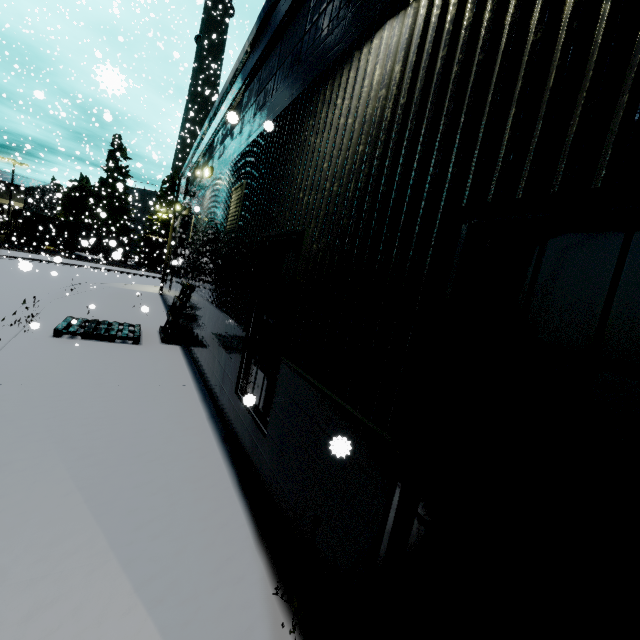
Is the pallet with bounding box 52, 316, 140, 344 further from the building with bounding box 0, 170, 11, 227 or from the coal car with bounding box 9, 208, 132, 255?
the coal car with bounding box 9, 208, 132, 255

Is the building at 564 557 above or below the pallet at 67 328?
above

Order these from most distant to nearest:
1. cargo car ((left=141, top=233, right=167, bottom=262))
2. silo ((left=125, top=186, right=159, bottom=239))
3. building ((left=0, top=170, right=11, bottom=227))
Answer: cargo car ((left=141, top=233, right=167, bottom=262)) → silo ((left=125, top=186, right=159, bottom=239)) → building ((left=0, top=170, right=11, bottom=227))

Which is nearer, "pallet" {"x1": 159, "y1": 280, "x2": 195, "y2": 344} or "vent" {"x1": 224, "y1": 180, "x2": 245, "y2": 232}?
"vent" {"x1": 224, "y1": 180, "x2": 245, "y2": 232}

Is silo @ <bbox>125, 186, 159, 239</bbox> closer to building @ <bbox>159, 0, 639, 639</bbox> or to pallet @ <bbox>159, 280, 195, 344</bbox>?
building @ <bbox>159, 0, 639, 639</bbox>

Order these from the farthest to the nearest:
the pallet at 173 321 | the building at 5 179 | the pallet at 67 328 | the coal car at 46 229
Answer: the building at 5 179 < the coal car at 46 229 < the pallet at 173 321 < the pallet at 67 328

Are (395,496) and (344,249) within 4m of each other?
yes

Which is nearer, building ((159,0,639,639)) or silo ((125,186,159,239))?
building ((159,0,639,639))
